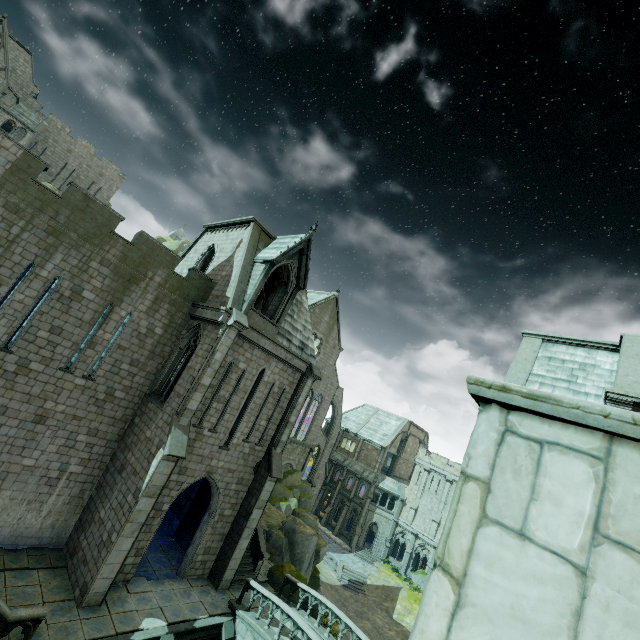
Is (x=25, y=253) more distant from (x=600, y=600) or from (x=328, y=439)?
(x=328, y=439)

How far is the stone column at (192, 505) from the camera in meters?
19.9 m

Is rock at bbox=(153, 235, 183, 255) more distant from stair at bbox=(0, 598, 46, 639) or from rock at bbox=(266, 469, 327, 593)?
rock at bbox=(266, 469, 327, 593)

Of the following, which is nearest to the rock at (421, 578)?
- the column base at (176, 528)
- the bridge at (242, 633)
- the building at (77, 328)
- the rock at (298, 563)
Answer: the building at (77, 328)

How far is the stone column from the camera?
19.9 meters

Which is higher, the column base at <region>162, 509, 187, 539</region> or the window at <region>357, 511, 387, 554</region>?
the column base at <region>162, 509, 187, 539</region>

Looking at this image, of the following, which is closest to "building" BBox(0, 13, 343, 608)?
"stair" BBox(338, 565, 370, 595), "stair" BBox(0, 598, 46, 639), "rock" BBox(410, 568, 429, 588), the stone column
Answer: the stone column

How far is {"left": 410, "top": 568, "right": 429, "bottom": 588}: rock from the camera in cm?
4108
